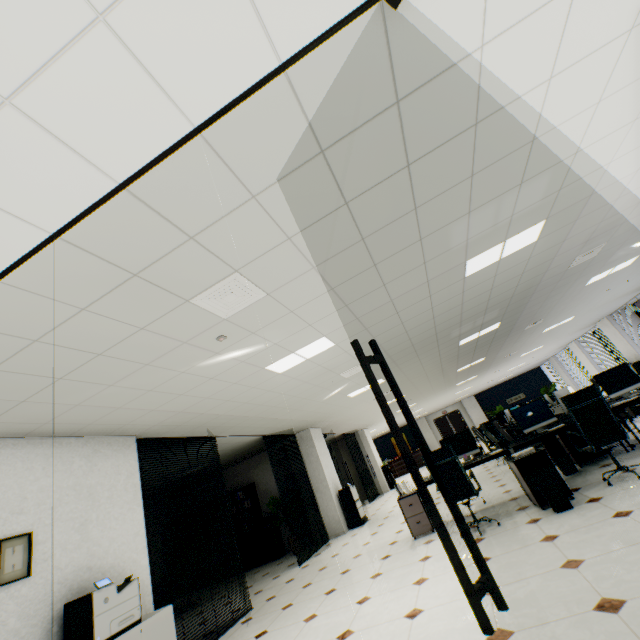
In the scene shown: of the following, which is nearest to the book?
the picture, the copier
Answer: the copier

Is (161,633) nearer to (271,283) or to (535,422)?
(271,283)

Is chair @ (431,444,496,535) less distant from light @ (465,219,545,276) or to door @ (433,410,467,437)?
light @ (465,219,545,276)

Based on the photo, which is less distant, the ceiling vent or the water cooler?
the ceiling vent

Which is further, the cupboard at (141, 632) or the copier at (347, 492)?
the copier at (347, 492)

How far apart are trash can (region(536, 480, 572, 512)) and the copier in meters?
6.1 m

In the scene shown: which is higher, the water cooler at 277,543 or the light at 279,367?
the light at 279,367

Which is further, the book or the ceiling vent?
the book
